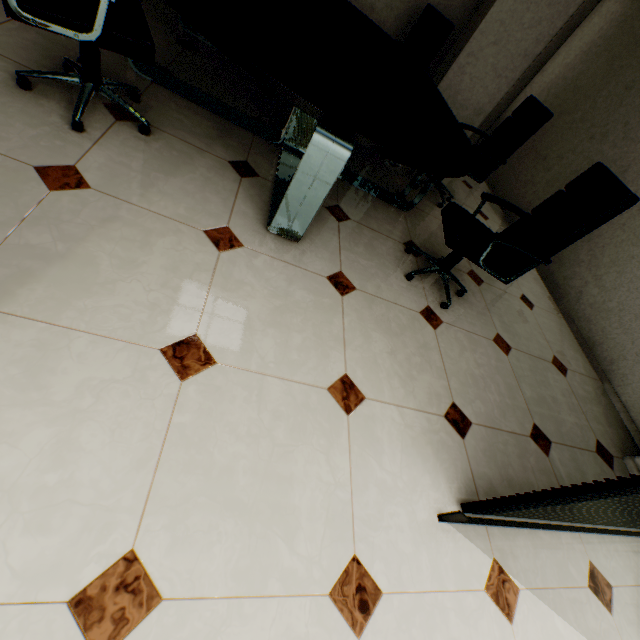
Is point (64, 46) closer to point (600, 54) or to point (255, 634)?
point (255, 634)

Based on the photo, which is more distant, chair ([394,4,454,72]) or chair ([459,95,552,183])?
chair ([394,4,454,72])

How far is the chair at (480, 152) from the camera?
3.0m

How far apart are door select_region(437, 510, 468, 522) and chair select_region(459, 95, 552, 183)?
3.14m

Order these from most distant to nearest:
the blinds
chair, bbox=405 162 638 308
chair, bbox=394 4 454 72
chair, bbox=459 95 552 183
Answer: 1. chair, bbox=394 4 454 72
2. chair, bbox=459 95 552 183
3. chair, bbox=405 162 638 308
4. the blinds

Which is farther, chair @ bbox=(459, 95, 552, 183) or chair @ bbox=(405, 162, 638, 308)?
chair @ bbox=(459, 95, 552, 183)

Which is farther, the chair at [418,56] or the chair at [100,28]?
the chair at [418,56]

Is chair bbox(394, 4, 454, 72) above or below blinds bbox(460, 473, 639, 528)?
above
